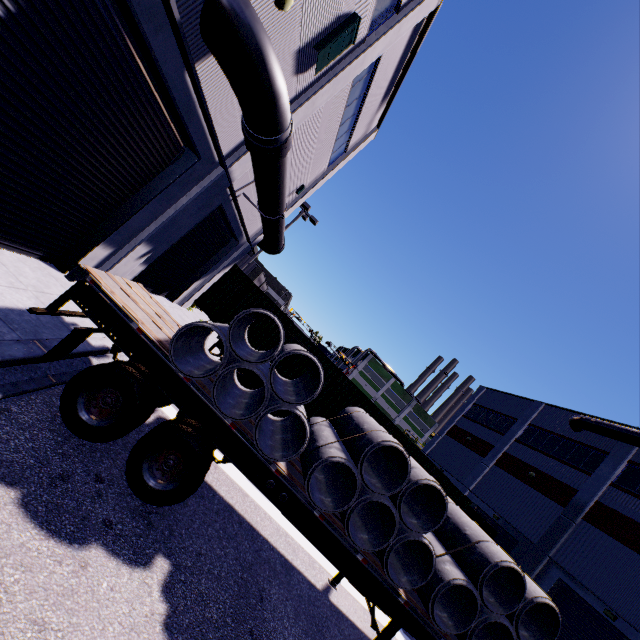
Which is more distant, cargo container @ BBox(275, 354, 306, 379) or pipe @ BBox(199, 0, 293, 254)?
cargo container @ BBox(275, 354, 306, 379)

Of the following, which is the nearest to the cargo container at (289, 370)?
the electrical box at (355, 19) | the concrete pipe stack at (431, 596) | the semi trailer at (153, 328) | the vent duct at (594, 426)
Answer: the semi trailer at (153, 328)

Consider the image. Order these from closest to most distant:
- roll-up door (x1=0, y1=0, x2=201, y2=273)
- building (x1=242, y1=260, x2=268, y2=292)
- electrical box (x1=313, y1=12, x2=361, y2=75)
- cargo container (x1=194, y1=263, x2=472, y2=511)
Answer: roll-up door (x1=0, y1=0, x2=201, y2=273)
electrical box (x1=313, y1=12, x2=361, y2=75)
cargo container (x1=194, y1=263, x2=472, y2=511)
building (x1=242, y1=260, x2=268, y2=292)

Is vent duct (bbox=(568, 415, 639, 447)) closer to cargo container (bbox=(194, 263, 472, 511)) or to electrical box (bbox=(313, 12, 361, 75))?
cargo container (bbox=(194, 263, 472, 511))

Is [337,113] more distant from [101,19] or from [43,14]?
[43,14]

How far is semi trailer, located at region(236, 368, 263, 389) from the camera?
11.25m

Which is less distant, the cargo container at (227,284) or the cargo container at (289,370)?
the cargo container at (227,284)

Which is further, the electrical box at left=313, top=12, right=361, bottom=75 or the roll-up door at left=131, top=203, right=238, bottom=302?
the roll-up door at left=131, top=203, right=238, bottom=302
